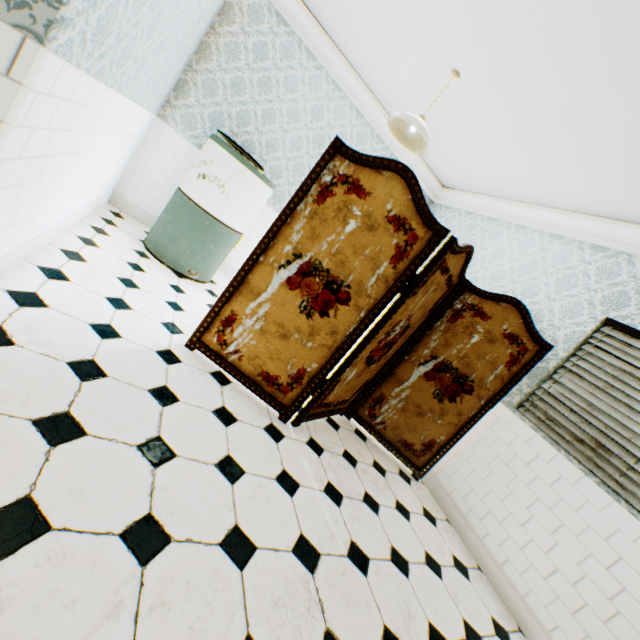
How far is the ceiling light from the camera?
2.8 meters

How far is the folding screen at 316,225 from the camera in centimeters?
221cm

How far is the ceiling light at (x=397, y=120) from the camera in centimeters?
284cm

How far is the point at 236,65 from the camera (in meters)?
3.77

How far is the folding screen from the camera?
2.2m

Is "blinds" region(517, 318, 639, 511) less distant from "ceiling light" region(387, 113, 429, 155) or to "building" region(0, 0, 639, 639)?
"building" region(0, 0, 639, 639)

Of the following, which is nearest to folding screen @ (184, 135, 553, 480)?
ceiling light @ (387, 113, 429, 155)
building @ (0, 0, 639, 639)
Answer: building @ (0, 0, 639, 639)

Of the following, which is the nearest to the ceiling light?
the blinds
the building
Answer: the building
